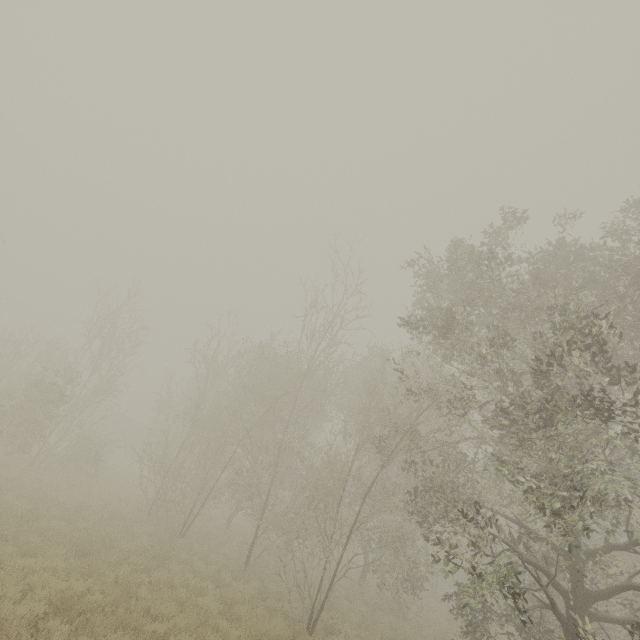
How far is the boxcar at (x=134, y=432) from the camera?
45.2m

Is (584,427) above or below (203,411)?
above

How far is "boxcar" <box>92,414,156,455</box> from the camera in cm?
4516
